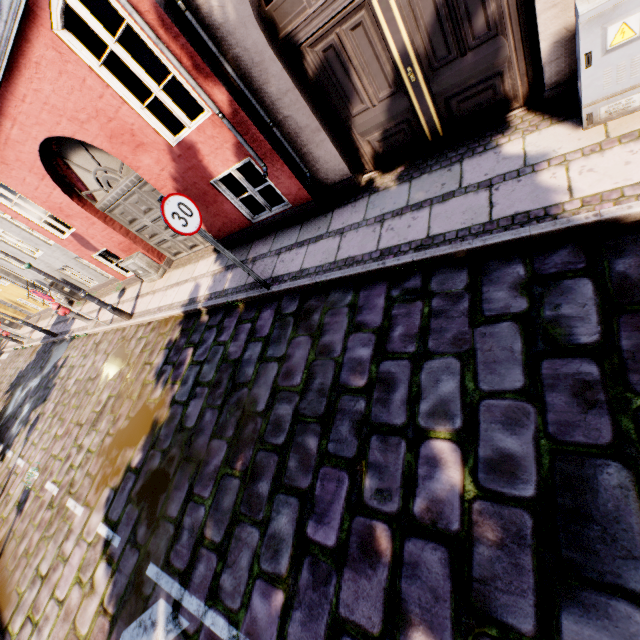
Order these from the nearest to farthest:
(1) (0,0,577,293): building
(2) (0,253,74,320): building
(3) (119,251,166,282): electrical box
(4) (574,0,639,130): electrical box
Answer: (4) (574,0,639,130): electrical box < (1) (0,0,577,293): building < (3) (119,251,166,282): electrical box < (2) (0,253,74,320): building

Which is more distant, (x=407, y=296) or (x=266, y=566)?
(x=407, y=296)

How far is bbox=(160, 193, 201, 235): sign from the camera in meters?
3.9

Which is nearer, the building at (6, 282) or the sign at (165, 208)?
the sign at (165, 208)

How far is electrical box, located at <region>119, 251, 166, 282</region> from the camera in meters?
8.3

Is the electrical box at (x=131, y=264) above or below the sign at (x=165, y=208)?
below

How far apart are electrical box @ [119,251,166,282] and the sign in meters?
5.0

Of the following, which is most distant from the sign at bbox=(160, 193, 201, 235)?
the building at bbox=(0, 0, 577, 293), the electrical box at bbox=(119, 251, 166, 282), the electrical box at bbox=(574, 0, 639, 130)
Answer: the electrical box at bbox=(119, 251, 166, 282)
